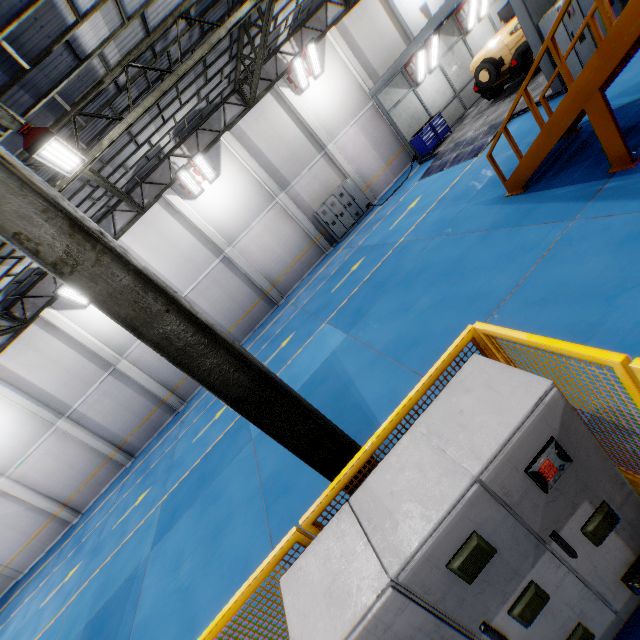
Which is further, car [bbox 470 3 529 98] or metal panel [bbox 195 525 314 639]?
car [bbox 470 3 529 98]

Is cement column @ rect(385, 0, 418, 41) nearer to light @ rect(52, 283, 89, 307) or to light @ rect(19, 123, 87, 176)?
light @ rect(19, 123, 87, 176)

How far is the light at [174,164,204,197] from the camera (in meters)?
14.86

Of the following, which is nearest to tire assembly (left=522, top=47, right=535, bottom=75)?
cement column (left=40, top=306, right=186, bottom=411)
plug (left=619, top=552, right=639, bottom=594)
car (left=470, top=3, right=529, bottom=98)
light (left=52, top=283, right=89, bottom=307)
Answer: car (left=470, top=3, right=529, bottom=98)

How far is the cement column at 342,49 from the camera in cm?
1672

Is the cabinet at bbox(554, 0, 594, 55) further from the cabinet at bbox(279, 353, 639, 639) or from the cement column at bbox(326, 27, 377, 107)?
the cabinet at bbox(279, 353, 639, 639)

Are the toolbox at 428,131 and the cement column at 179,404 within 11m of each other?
no

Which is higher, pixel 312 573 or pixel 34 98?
pixel 34 98
